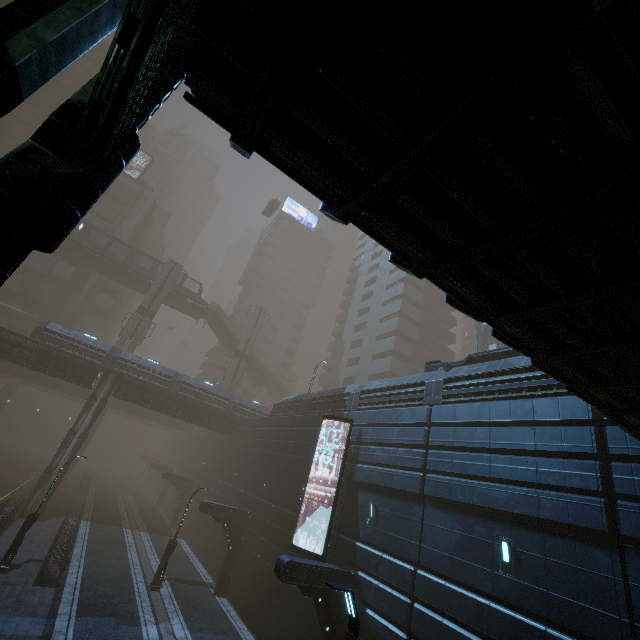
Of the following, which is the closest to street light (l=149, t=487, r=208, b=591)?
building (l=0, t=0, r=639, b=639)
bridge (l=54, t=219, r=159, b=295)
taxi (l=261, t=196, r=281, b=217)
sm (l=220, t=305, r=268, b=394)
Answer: building (l=0, t=0, r=639, b=639)

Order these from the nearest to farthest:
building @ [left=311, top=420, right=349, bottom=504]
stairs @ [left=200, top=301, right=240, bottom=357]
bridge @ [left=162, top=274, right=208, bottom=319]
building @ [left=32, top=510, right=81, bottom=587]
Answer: building @ [left=32, top=510, right=81, bottom=587], building @ [left=311, top=420, right=349, bottom=504], bridge @ [left=162, top=274, right=208, bottom=319], stairs @ [left=200, top=301, right=240, bottom=357]

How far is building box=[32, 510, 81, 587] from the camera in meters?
15.8

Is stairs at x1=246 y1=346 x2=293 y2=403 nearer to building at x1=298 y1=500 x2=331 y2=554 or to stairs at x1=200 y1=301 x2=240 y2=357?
stairs at x1=200 y1=301 x2=240 y2=357

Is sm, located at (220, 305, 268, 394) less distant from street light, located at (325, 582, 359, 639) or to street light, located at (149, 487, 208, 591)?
street light, located at (149, 487, 208, 591)

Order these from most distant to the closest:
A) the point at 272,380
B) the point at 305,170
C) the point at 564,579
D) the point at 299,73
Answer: the point at 272,380, the point at 564,579, the point at 305,170, the point at 299,73

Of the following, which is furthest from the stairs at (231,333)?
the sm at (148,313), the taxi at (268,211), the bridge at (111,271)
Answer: the taxi at (268,211)

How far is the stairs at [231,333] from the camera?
49.1 meters
